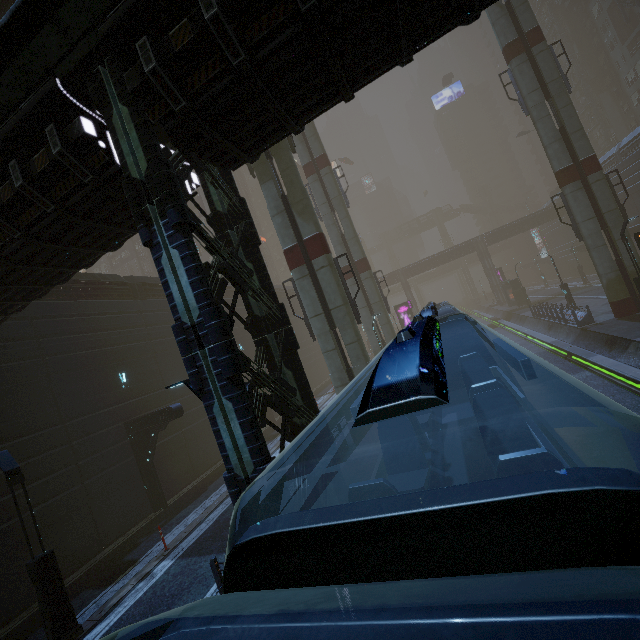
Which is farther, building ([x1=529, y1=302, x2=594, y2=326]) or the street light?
building ([x1=529, y1=302, x2=594, y2=326])

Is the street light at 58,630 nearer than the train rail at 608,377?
Yes

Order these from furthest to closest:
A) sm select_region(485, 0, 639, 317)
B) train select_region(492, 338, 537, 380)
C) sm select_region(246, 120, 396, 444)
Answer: sm select_region(485, 0, 639, 317) → sm select_region(246, 120, 396, 444) → train select_region(492, 338, 537, 380)

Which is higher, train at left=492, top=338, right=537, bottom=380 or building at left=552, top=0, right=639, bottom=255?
building at left=552, top=0, right=639, bottom=255

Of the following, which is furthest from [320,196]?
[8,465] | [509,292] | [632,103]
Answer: [632,103]

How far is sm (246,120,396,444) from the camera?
15.2m

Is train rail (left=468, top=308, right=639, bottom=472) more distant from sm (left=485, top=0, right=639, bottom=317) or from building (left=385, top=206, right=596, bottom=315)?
sm (left=485, top=0, right=639, bottom=317)

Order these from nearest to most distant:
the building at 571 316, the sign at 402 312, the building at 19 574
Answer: the building at 19 574 → the building at 571 316 → the sign at 402 312
